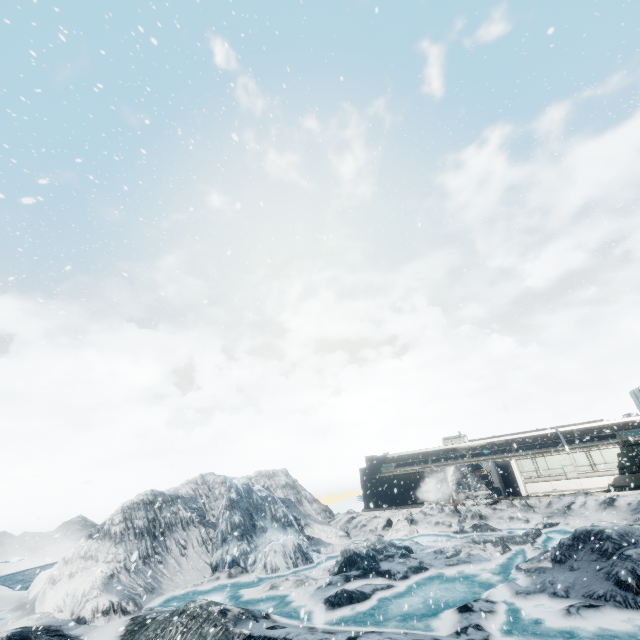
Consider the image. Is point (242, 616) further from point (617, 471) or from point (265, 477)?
point (617, 471)
